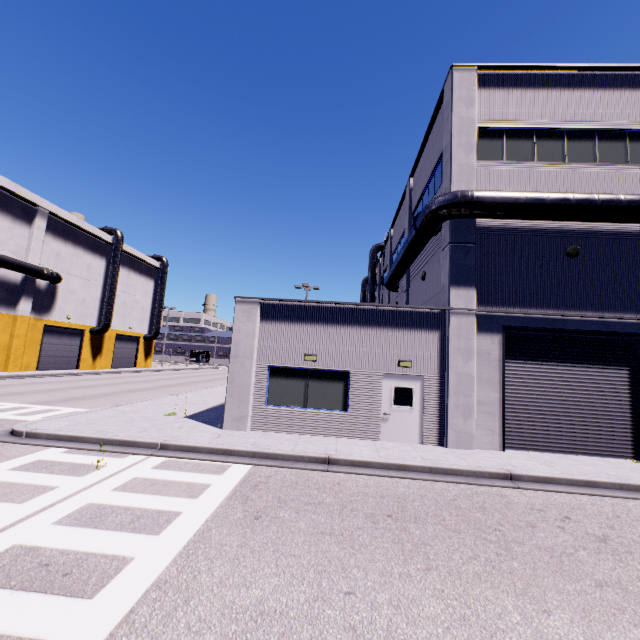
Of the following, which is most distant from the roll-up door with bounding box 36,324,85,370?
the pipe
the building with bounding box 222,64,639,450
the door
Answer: the door

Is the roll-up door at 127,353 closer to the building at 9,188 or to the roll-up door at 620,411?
the building at 9,188

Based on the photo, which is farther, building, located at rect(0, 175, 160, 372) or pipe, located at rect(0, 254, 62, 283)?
building, located at rect(0, 175, 160, 372)

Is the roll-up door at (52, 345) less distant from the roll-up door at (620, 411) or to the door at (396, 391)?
the door at (396, 391)

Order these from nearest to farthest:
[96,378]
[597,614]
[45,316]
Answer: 1. [597,614]
2. [96,378]
3. [45,316]

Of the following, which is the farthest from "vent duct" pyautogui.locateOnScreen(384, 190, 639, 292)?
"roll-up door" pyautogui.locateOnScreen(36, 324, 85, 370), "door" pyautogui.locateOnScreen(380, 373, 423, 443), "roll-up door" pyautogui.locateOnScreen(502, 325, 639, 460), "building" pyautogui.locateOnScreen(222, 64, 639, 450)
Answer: "roll-up door" pyautogui.locateOnScreen(36, 324, 85, 370)

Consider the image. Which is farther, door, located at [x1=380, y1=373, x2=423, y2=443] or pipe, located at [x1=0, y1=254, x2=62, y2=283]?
pipe, located at [x1=0, y1=254, x2=62, y2=283]

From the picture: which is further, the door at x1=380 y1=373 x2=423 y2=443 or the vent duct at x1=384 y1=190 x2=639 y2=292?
the door at x1=380 y1=373 x2=423 y2=443
